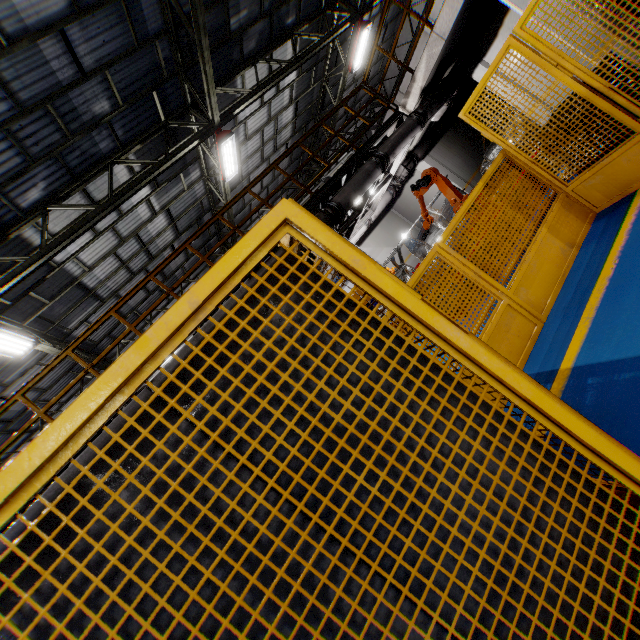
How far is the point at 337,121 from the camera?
18.9 meters

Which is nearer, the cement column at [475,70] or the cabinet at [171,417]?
the cabinet at [171,417]

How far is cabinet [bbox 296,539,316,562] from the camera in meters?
1.0 m

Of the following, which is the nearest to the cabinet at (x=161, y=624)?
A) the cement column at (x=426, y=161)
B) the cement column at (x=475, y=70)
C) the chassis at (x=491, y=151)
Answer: the cement column at (x=475, y=70)

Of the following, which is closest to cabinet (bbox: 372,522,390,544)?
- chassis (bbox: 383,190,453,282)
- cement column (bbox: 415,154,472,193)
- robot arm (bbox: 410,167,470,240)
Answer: chassis (bbox: 383,190,453,282)

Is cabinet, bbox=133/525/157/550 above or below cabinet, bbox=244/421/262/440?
above

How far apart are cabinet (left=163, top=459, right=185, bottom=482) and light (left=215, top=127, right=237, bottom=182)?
9.28m
